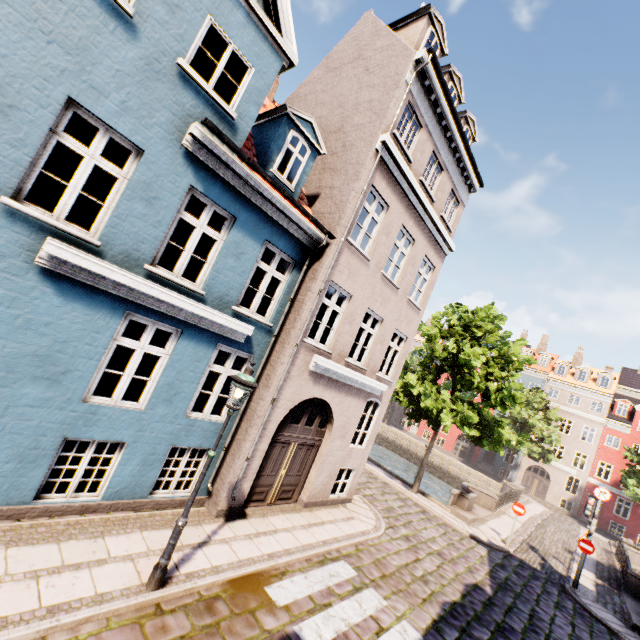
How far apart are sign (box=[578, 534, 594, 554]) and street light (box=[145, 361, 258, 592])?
16.20m

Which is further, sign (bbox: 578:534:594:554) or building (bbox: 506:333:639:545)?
building (bbox: 506:333:639:545)

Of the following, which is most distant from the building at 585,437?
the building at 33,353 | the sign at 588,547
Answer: the building at 33,353

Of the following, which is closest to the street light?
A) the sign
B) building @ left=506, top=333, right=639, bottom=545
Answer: the sign

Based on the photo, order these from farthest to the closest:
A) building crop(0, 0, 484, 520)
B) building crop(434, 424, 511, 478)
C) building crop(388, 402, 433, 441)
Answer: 1. building crop(388, 402, 433, 441)
2. building crop(434, 424, 511, 478)
3. building crop(0, 0, 484, 520)

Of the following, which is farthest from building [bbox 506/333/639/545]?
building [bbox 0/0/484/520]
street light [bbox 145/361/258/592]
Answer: street light [bbox 145/361/258/592]

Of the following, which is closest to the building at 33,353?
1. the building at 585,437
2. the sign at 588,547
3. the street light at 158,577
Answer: the street light at 158,577

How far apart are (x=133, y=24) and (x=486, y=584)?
16.4 meters
